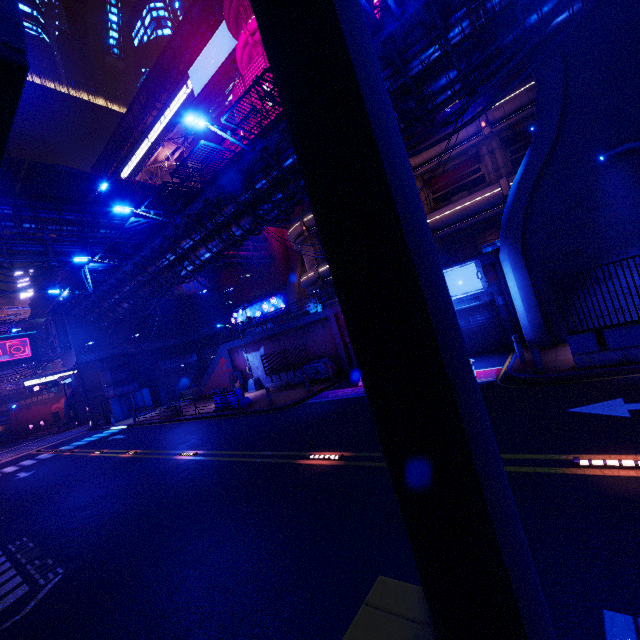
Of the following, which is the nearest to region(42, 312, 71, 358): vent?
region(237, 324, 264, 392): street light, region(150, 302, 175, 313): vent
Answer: region(150, 302, 175, 313): vent

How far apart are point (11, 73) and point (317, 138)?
3.1 meters

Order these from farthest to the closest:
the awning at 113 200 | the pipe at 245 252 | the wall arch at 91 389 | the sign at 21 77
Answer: the wall arch at 91 389, the pipe at 245 252, the awning at 113 200, the sign at 21 77

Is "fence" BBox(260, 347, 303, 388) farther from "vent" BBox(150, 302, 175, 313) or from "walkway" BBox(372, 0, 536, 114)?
"vent" BBox(150, 302, 175, 313)

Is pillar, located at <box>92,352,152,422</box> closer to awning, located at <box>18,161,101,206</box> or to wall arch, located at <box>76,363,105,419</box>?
wall arch, located at <box>76,363,105,419</box>

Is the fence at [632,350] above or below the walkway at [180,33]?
below

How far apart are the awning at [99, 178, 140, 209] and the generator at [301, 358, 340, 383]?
19.7m

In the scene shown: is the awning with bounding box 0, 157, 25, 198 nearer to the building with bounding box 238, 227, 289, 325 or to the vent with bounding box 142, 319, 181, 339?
the vent with bounding box 142, 319, 181, 339
